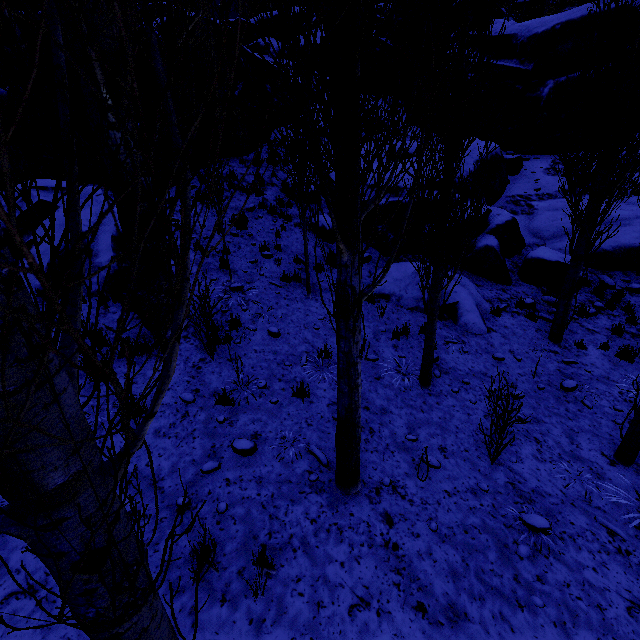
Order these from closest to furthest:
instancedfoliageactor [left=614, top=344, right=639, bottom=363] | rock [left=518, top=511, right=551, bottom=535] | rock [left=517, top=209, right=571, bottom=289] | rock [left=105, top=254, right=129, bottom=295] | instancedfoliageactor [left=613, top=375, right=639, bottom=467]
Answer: rock [left=518, top=511, right=551, bottom=535]
instancedfoliageactor [left=613, top=375, right=639, bottom=467]
rock [left=105, top=254, right=129, bottom=295]
instancedfoliageactor [left=614, top=344, right=639, bottom=363]
rock [left=517, top=209, right=571, bottom=289]

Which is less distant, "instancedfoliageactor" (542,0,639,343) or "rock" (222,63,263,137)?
"instancedfoliageactor" (542,0,639,343)

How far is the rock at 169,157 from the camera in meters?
10.8

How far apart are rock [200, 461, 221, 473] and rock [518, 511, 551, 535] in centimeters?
414cm

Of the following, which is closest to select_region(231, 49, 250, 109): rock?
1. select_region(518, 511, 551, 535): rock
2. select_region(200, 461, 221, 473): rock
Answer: select_region(518, 511, 551, 535): rock

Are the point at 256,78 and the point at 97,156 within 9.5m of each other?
no

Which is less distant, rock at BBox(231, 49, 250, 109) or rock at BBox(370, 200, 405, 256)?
rock at BBox(370, 200, 405, 256)
